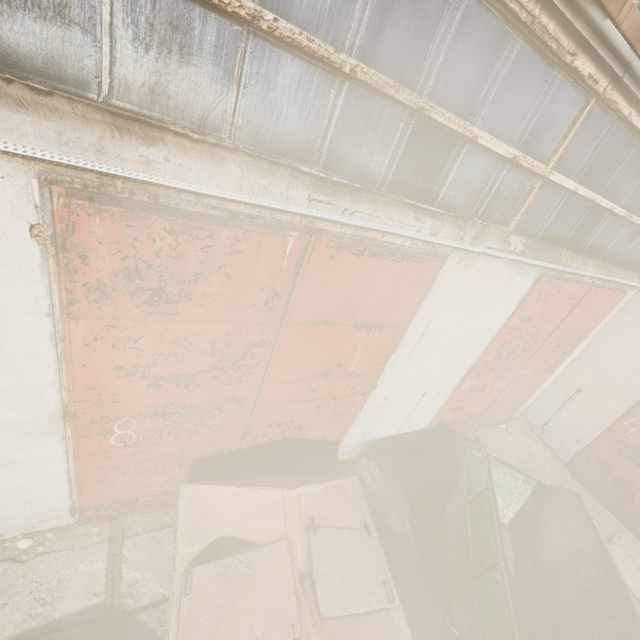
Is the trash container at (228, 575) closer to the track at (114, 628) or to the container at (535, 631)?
the track at (114, 628)

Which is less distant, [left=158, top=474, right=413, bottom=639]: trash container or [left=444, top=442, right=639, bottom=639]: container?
[left=158, top=474, right=413, bottom=639]: trash container

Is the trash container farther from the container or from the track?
the container

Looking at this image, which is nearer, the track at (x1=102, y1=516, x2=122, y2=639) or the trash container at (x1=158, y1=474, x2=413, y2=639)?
the trash container at (x1=158, y1=474, x2=413, y2=639)

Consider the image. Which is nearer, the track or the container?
the track

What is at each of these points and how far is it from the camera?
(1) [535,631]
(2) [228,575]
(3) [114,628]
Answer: (1) container, 4.5 meters
(2) trash container, 2.9 meters
(3) track, 3.4 meters

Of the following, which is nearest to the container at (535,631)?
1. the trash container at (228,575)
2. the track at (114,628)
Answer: the trash container at (228,575)

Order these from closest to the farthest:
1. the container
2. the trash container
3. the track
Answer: the trash container, the track, the container
